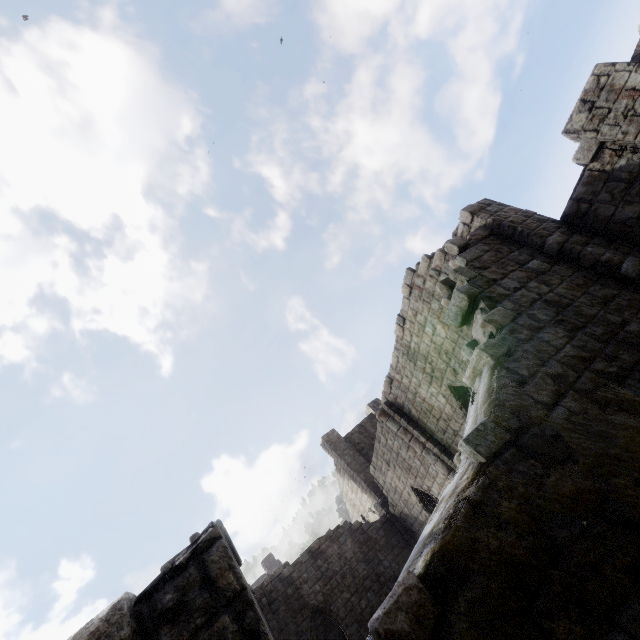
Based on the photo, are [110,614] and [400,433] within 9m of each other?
no
